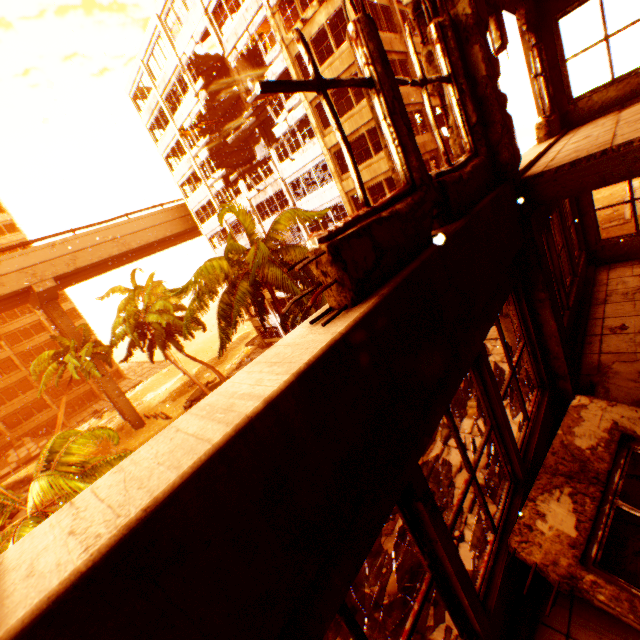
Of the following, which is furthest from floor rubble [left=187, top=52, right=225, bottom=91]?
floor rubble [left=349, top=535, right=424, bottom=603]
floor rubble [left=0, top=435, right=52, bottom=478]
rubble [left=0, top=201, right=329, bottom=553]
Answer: floor rubble [left=0, top=435, right=52, bottom=478]

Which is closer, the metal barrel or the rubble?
the rubble

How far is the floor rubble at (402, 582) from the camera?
8.1 meters

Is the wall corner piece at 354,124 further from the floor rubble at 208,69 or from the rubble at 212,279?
the rubble at 212,279

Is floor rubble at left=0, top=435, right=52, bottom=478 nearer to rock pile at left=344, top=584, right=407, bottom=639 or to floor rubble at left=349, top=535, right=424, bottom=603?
rock pile at left=344, top=584, right=407, bottom=639

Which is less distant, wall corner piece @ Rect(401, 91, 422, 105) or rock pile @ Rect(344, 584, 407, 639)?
rock pile @ Rect(344, 584, 407, 639)

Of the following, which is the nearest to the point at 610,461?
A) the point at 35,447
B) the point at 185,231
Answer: the point at 185,231

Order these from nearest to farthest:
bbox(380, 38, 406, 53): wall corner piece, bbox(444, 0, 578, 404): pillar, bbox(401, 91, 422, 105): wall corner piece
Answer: bbox(444, 0, 578, 404): pillar, bbox(380, 38, 406, 53): wall corner piece, bbox(401, 91, 422, 105): wall corner piece
